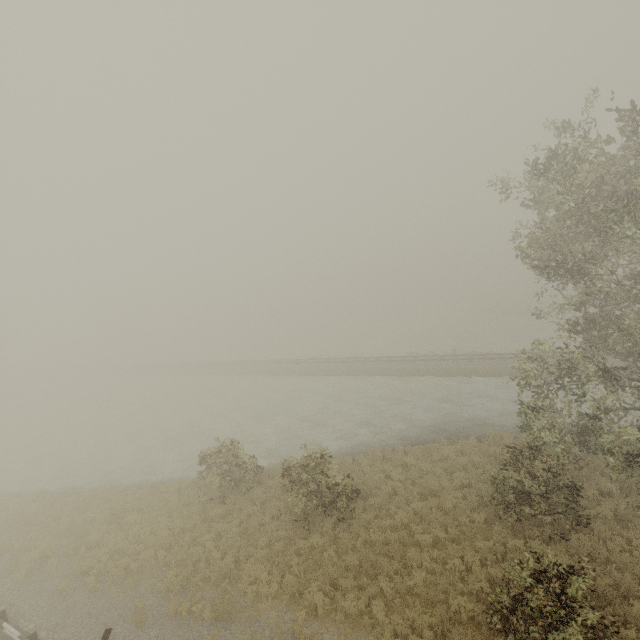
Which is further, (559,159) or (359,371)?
(359,371)
